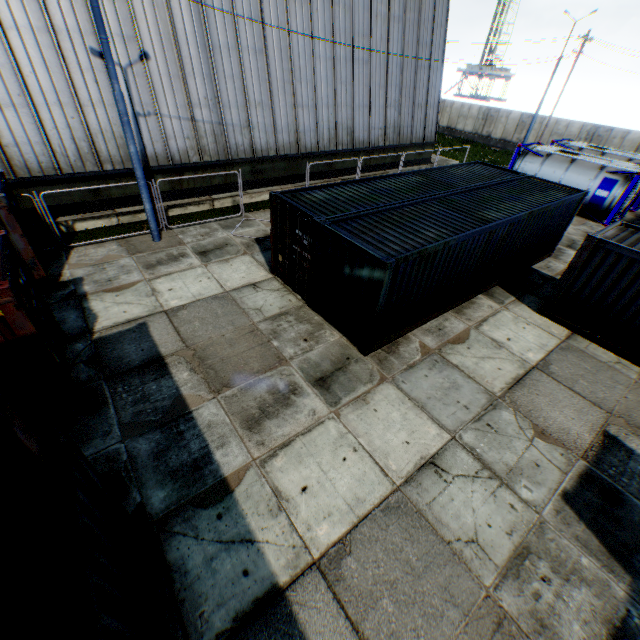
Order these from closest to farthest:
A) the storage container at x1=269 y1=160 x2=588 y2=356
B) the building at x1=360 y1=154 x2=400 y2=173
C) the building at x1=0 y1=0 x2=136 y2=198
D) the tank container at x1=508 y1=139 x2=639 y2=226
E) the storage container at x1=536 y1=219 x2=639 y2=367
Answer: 1. the storage container at x1=269 y1=160 x2=588 y2=356
2. the storage container at x1=536 y1=219 x2=639 y2=367
3. the building at x1=0 y1=0 x2=136 y2=198
4. the tank container at x1=508 y1=139 x2=639 y2=226
5. the building at x1=360 y1=154 x2=400 y2=173

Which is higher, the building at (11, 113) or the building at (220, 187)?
the building at (11, 113)

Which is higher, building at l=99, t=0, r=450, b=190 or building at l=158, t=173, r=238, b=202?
building at l=99, t=0, r=450, b=190

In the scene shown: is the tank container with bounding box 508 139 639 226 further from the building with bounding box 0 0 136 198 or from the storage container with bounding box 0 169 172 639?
the storage container with bounding box 0 169 172 639

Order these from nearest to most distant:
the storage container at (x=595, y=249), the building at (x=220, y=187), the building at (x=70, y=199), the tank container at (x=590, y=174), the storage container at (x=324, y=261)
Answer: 1. the storage container at (x=324, y=261)
2. the storage container at (x=595, y=249)
3. the building at (x=70, y=199)
4. the building at (x=220, y=187)
5. the tank container at (x=590, y=174)

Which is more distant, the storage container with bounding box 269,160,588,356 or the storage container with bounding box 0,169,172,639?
the storage container with bounding box 269,160,588,356

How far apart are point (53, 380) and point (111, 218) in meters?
9.9
